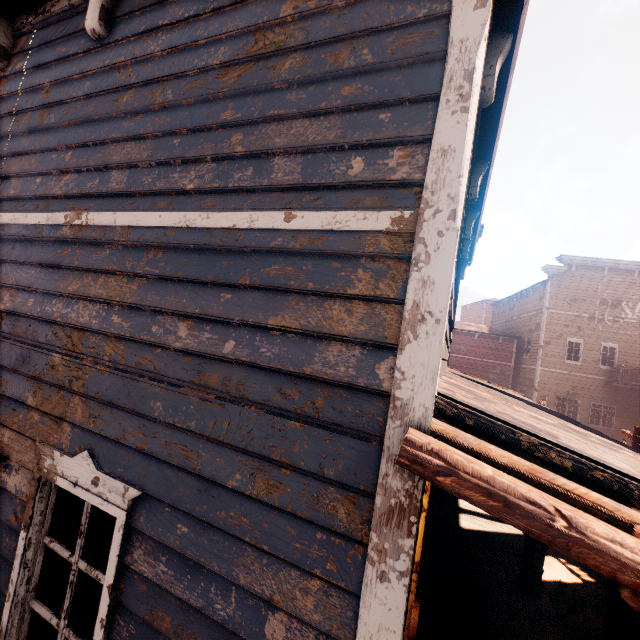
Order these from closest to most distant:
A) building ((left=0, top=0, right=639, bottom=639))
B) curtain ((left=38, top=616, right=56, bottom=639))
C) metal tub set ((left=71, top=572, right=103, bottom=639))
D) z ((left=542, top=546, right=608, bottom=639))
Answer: building ((left=0, top=0, right=639, bottom=639)), curtain ((left=38, top=616, right=56, bottom=639)), metal tub set ((left=71, top=572, right=103, bottom=639)), z ((left=542, top=546, right=608, bottom=639))

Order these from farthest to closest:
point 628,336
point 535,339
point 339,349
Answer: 1. point 535,339
2. point 628,336
3. point 339,349

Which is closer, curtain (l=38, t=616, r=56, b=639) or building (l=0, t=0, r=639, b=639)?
building (l=0, t=0, r=639, b=639)

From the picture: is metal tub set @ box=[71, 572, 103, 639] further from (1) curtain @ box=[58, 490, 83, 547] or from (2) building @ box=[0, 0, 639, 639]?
(1) curtain @ box=[58, 490, 83, 547]

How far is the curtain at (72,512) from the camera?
2.33m

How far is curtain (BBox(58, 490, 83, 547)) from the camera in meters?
2.3

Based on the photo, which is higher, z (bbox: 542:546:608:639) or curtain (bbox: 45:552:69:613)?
curtain (bbox: 45:552:69:613)

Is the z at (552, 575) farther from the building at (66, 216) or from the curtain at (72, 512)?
the curtain at (72, 512)
